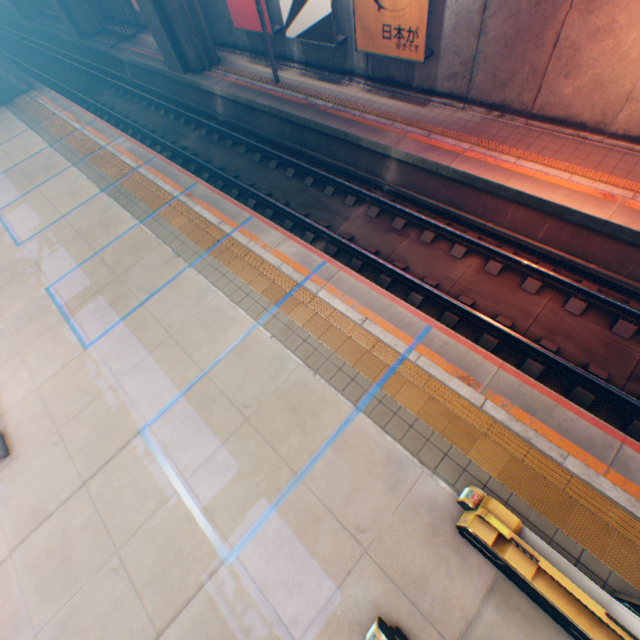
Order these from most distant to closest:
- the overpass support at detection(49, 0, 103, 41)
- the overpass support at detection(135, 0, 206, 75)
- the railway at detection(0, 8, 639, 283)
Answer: the overpass support at detection(49, 0, 103, 41), the overpass support at detection(135, 0, 206, 75), the railway at detection(0, 8, 639, 283)

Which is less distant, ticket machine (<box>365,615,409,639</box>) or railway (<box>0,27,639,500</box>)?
ticket machine (<box>365,615,409,639</box>)

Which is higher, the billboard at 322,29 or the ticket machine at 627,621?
the billboard at 322,29

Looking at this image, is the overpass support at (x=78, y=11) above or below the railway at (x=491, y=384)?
above

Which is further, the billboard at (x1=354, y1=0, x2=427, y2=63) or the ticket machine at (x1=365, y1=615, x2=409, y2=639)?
the billboard at (x1=354, y1=0, x2=427, y2=63)

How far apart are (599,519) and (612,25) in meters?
10.0 m

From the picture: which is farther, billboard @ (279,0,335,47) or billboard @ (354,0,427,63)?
billboard @ (279,0,335,47)

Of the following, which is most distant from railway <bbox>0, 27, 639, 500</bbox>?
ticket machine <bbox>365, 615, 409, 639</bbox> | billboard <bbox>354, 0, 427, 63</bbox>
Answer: ticket machine <bbox>365, 615, 409, 639</bbox>
